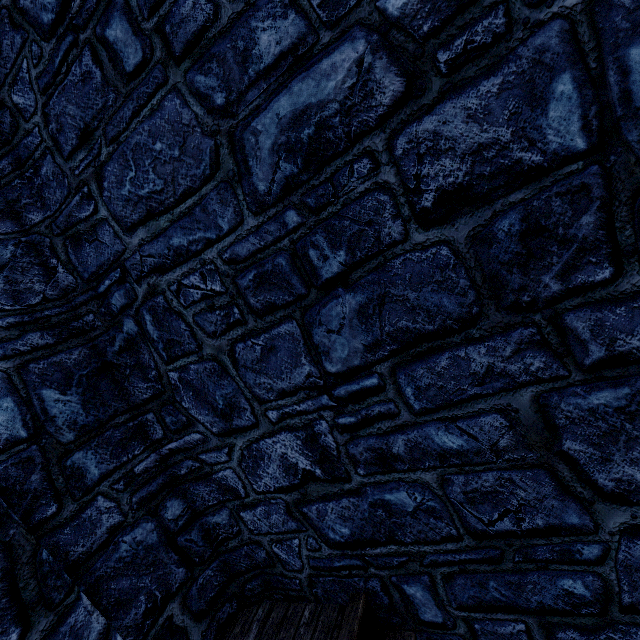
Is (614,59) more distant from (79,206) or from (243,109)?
(79,206)
